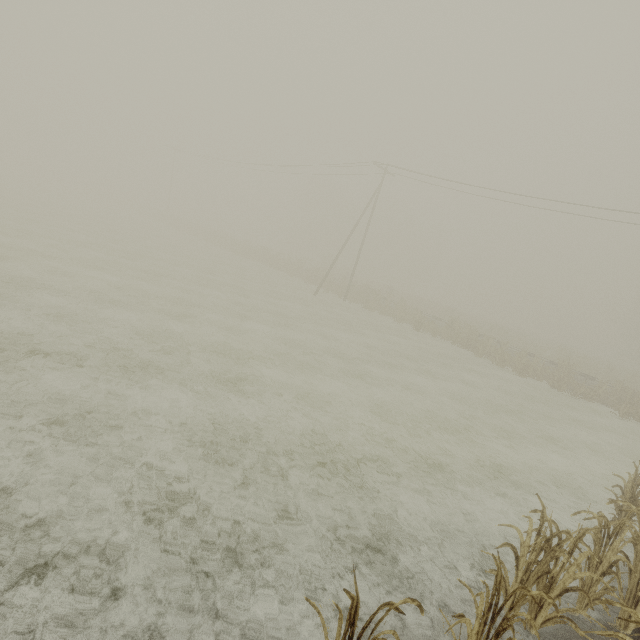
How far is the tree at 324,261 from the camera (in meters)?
36.91

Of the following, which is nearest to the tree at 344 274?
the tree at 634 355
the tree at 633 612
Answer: the tree at 633 612

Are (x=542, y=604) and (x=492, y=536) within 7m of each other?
yes

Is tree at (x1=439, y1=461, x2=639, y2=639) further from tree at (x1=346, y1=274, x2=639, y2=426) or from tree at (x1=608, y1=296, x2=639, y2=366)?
tree at (x1=608, y1=296, x2=639, y2=366)

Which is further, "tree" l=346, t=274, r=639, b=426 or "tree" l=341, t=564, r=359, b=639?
"tree" l=346, t=274, r=639, b=426

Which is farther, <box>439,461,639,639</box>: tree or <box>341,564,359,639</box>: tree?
<box>439,461,639,639</box>: tree
